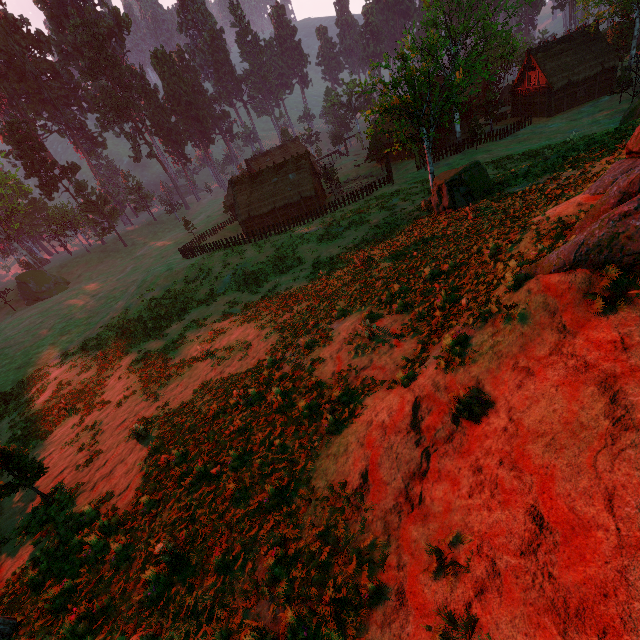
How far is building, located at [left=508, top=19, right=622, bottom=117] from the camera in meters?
39.8 m

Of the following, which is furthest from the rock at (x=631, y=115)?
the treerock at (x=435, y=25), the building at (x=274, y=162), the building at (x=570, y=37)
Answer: the building at (x=274, y=162)

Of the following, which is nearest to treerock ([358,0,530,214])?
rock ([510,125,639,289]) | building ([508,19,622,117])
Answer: building ([508,19,622,117])

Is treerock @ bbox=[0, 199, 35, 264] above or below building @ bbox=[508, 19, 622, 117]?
above

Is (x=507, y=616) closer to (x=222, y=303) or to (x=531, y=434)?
(x=531, y=434)

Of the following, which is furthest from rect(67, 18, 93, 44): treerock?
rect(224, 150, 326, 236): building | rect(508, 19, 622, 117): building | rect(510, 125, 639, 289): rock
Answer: rect(510, 125, 639, 289): rock

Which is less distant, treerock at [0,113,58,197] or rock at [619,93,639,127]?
rock at [619,93,639,127]
